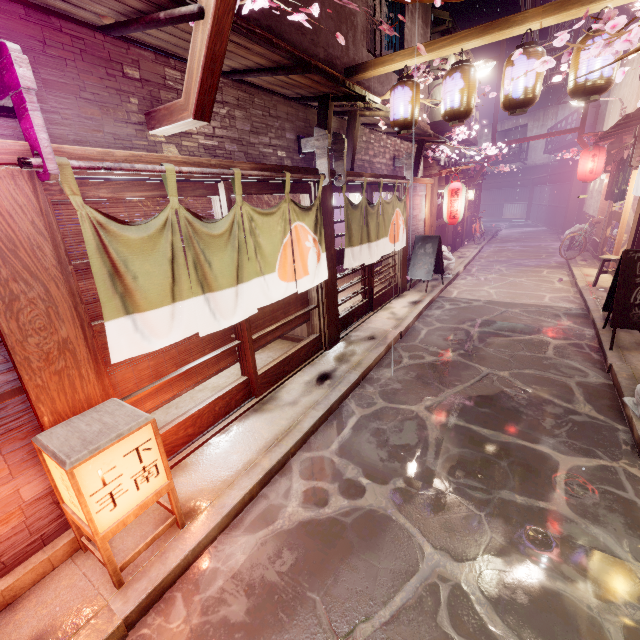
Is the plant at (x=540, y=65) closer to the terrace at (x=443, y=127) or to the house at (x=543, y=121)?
the house at (x=543, y=121)

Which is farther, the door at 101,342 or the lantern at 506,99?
the lantern at 506,99

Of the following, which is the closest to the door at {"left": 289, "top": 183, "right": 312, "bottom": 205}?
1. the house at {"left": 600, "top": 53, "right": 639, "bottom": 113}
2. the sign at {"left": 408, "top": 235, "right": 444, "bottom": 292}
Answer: the sign at {"left": 408, "top": 235, "right": 444, "bottom": 292}

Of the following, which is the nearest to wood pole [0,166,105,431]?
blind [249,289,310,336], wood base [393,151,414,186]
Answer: blind [249,289,310,336]

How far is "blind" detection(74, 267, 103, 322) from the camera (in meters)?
4.79

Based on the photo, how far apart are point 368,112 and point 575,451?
10.16m

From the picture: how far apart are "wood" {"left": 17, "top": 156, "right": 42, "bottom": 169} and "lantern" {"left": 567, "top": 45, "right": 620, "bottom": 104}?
10.2m

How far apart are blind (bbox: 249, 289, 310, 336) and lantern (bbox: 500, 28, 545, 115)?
6.7 meters
